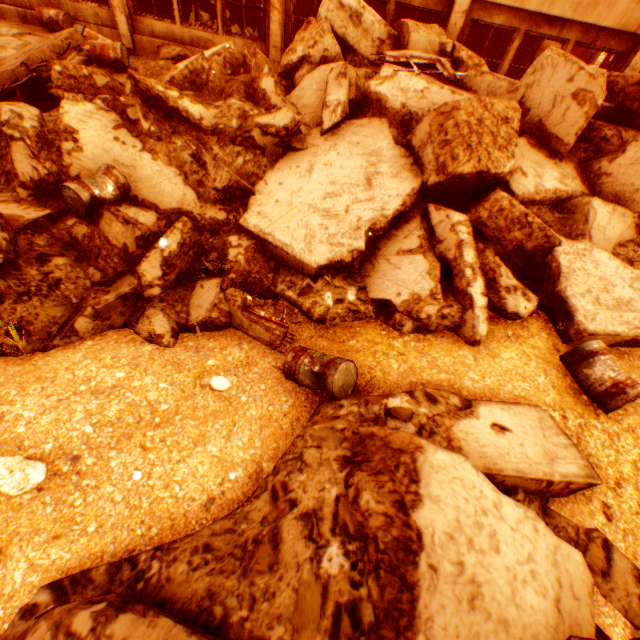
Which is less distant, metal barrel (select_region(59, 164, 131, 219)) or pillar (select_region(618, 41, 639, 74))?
metal barrel (select_region(59, 164, 131, 219))

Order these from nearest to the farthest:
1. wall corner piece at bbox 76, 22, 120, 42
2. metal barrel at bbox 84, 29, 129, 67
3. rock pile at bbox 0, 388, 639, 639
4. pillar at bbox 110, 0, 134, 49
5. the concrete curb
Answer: rock pile at bbox 0, 388, 639, 639, the concrete curb, metal barrel at bbox 84, 29, 129, 67, pillar at bbox 110, 0, 134, 49, wall corner piece at bbox 76, 22, 120, 42

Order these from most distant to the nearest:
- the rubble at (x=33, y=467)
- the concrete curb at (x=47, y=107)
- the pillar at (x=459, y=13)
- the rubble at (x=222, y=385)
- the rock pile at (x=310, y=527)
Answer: the pillar at (x=459, y=13), the concrete curb at (x=47, y=107), the rubble at (x=222, y=385), the rubble at (x=33, y=467), the rock pile at (x=310, y=527)

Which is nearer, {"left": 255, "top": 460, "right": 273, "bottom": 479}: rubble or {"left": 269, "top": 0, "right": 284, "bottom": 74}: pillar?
{"left": 255, "top": 460, "right": 273, "bottom": 479}: rubble

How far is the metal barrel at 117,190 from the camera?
4.8m

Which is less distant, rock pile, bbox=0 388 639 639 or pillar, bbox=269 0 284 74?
rock pile, bbox=0 388 639 639

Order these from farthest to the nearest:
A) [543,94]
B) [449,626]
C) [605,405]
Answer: [543,94] → [605,405] → [449,626]

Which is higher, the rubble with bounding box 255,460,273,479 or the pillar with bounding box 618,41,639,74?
the pillar with bounding box 618,41,639,74
